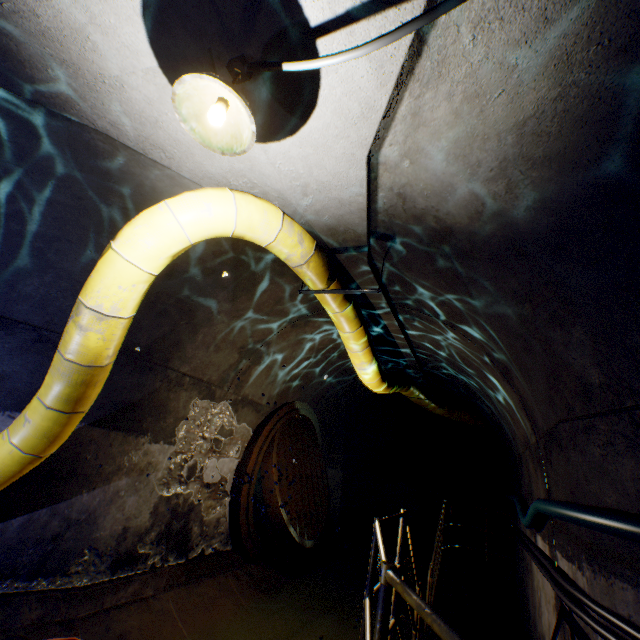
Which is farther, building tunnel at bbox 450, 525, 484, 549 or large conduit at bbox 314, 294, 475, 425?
building tunnel at bbox 450, 525, 484, 549

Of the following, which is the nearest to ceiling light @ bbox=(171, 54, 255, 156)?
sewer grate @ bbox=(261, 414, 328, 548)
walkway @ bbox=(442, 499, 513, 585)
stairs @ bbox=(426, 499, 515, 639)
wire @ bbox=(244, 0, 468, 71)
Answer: wire @ bbox=(244, 0, 468, 71)

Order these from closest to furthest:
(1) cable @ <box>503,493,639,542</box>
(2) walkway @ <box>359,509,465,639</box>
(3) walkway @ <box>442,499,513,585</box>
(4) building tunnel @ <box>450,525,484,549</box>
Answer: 1. (2) walkway @ <box>359,509,465,639</box>
2. (1) cable @ <box>503,493,639,542</box>
3. (3) walkway @ <box>442,499,513,585</box>
4. (4) building tunnel @ <box>450,525,484,549</box>

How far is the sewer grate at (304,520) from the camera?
5.6 meters

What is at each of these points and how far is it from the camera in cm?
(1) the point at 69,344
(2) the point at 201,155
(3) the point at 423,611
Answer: (1) large conduit, 262
(2) building tunnel, 279
(3) walkway, 108

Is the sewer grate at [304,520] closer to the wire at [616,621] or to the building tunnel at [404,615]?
the building tunnel at [404,615]

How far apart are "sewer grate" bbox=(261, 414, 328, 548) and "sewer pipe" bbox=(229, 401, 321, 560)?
0.0m

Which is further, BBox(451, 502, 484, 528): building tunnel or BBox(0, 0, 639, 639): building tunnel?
BBox(451, 502, 484, 528): building tunnel
